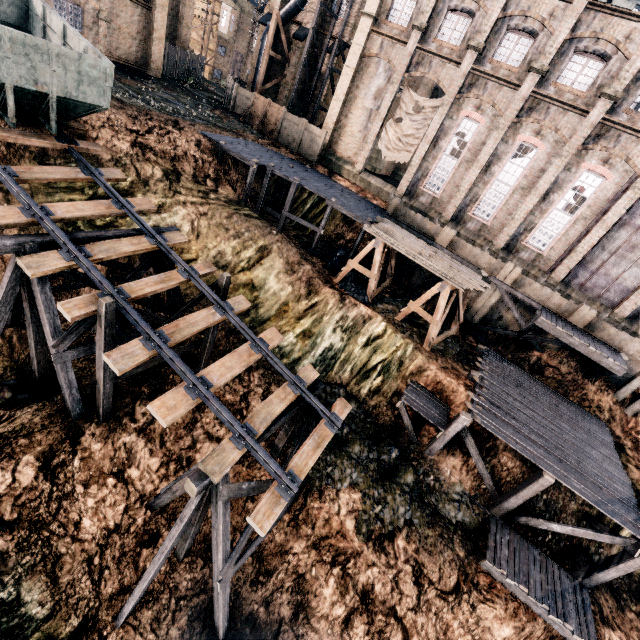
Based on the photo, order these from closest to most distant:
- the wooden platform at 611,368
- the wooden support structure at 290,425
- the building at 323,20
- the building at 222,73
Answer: the wooden support structure at 290,425 < the wooden platform at 611,368 < the building at 323,20 < the building at 222,73

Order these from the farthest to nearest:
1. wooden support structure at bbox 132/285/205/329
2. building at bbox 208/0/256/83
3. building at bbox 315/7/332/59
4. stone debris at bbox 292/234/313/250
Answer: building at bbox 208/0/256/83 < building at bbox 315/7/332/59 < stone debris at bbox 292/234/313/250 < wooden support structure at bbox 132/285/205/329

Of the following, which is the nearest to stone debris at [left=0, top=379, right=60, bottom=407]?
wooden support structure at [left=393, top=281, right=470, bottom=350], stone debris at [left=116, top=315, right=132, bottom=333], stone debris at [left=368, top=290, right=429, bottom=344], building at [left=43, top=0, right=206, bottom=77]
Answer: stone debris at [left=116, top=315, right=132, bottom=333]

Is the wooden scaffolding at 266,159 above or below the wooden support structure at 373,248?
above

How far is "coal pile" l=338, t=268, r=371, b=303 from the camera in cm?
2117

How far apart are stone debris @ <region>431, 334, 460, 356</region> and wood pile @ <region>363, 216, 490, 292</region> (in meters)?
3.50

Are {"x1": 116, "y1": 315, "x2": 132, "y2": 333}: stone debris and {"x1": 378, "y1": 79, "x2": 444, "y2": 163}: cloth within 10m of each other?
no

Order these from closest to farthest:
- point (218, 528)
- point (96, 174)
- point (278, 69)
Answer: point (218, 528), point (96, 174), point (278, 69)
